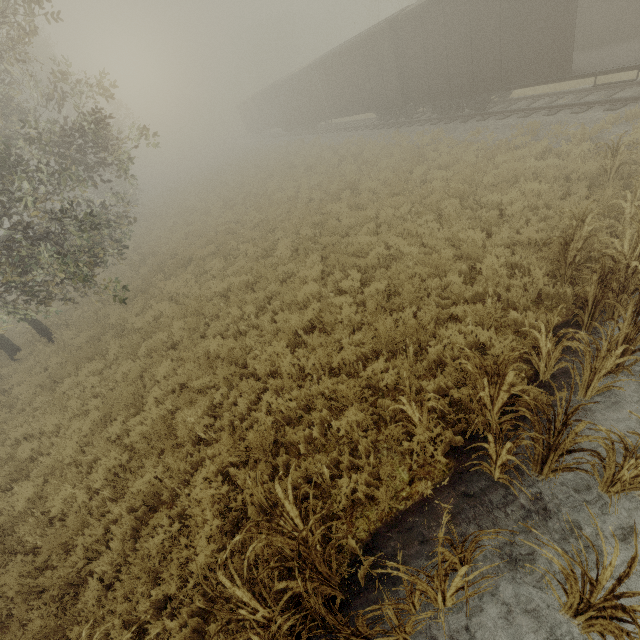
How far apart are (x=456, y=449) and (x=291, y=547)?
2.6 meters

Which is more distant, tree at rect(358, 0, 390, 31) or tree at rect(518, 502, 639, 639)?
tree at rect(358, 0, 390, 31)

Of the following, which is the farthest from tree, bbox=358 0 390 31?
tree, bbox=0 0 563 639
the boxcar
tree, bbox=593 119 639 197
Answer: tree, bbox=593 119 639 197

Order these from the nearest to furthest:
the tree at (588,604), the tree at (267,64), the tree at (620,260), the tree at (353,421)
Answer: the tree at (588,604) < the tree at (620,260) < the tree at (353,421) < the tree at (267,64)

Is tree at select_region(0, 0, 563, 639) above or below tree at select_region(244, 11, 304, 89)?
below

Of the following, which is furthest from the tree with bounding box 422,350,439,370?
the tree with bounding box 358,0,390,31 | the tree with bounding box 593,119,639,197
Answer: the tree with bounding box 358,0,390,31

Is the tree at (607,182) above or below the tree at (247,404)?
above

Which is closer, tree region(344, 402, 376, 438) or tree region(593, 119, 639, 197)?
tree region(344, 402, 376, 438)
